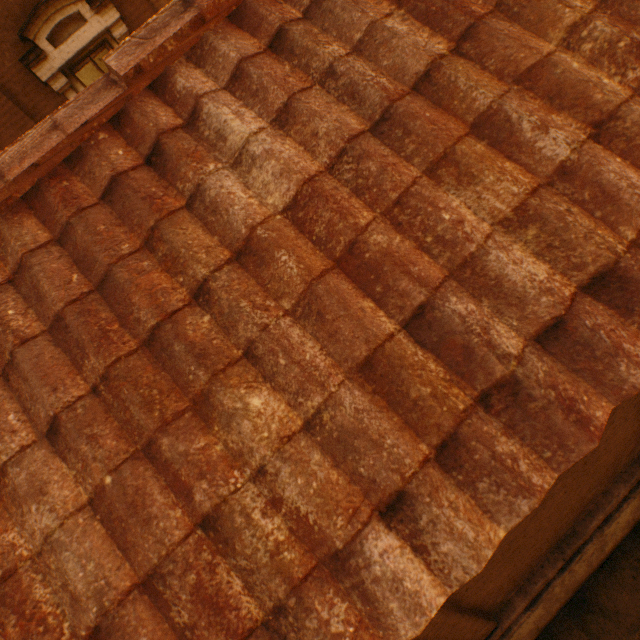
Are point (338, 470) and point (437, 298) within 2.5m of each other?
yes
